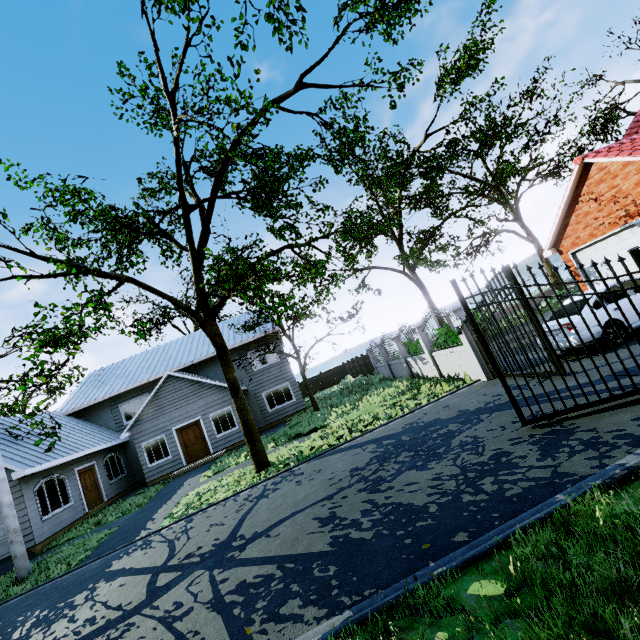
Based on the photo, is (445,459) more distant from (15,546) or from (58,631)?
(15,546)

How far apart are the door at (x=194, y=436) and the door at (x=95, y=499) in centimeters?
441cm

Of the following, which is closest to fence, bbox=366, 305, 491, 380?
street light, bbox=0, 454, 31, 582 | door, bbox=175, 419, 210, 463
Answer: door, bbox=175, 419, 210, 463

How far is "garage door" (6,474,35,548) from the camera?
12.80m

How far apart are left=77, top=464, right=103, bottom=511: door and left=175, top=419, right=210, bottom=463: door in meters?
4.4

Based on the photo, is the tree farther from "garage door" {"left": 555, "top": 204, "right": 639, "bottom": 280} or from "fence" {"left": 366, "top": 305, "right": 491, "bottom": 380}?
"garage door" {"left": 555, "top": 204, "right": 639, "bottom": 280}

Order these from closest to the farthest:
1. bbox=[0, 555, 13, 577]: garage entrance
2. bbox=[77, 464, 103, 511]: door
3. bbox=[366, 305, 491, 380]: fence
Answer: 1. bbox=[366, 305, 491, 380]: fence
2. bbox=[0, 555, 13, 577]: garage entrance
3. bbox=[77, 464, 103, 511]: door

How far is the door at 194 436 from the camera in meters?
18.5 m
